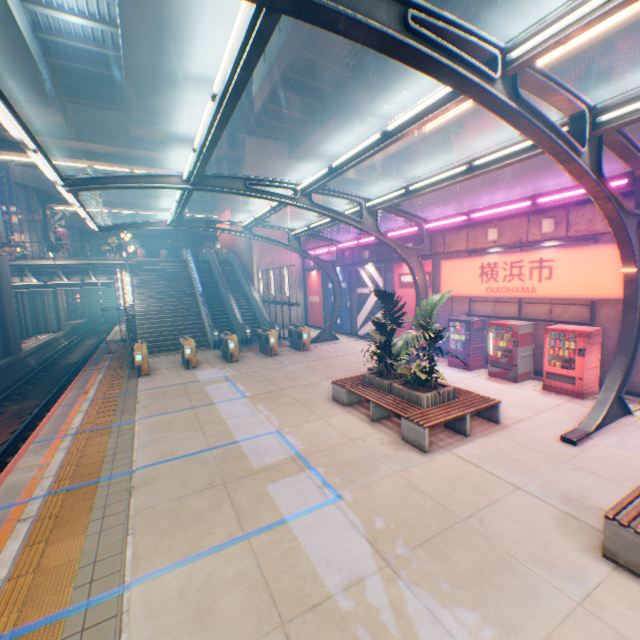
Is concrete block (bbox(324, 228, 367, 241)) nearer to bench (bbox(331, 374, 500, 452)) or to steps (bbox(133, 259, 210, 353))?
bench (bbox(331, 374, 500, 452))

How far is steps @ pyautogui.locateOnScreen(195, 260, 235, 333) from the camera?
22.6 meters

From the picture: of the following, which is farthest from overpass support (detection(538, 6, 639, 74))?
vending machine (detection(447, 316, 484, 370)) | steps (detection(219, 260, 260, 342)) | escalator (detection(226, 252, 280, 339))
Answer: A: vending machine (detection(447, 316, 484, 370))

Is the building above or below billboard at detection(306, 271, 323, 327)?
above

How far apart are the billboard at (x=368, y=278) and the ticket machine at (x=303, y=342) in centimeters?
400cm

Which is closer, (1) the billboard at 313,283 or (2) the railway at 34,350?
(2) the railway at 34,350

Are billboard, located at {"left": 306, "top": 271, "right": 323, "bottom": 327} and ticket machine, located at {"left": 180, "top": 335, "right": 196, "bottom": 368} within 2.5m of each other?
no

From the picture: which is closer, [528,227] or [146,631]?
[146,631]
